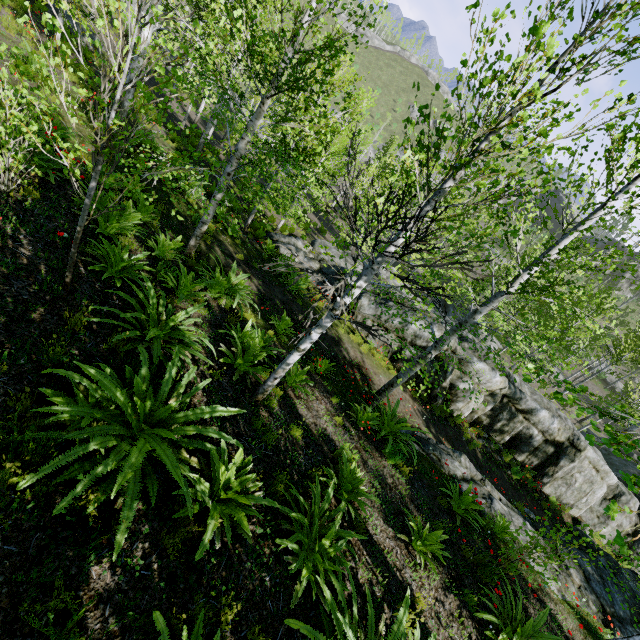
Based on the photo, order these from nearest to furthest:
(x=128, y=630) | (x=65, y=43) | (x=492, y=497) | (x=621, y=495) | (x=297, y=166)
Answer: (x=128, y=630) → (x=492, y=497) → (x=297, y=166) → (x=65, y=43) → (x=621, y=495)

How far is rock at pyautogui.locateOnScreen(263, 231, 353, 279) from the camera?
15.8 meters

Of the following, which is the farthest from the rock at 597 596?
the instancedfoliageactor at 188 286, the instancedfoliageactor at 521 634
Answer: the instancedfoliageactor at 521 634

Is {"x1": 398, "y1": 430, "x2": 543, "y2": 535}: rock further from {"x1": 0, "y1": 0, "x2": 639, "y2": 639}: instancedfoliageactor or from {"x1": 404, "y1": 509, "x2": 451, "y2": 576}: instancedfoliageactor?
{"x1": 404, "y1": 509, "x2": 451, "y2": 576}: instancedfoliageactor

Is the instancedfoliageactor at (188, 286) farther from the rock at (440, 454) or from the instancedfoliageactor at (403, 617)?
the instancedfoliageactor at (403, 617)

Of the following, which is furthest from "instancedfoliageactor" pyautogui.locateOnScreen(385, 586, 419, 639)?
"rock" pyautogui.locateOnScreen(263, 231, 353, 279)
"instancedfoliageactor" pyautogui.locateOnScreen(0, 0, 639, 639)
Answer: "instancedfoliageactor" pyautogui.locateOnScreen(0, 0, 639, 639)
